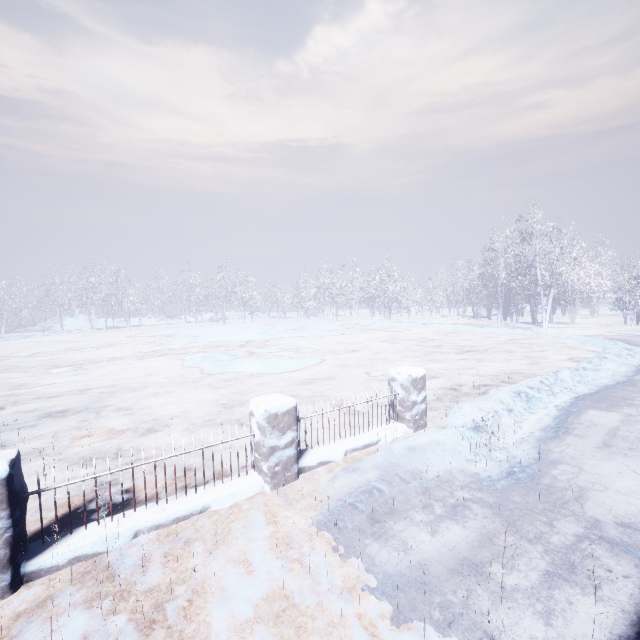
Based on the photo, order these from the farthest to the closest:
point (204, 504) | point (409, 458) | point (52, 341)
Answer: point (52, 341) < point (409, 458) < point (204, 504)
